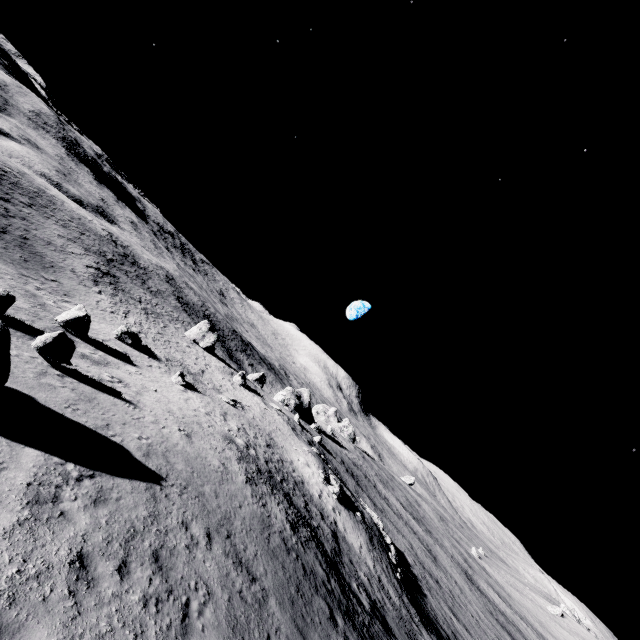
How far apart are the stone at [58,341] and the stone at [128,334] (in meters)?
17.26

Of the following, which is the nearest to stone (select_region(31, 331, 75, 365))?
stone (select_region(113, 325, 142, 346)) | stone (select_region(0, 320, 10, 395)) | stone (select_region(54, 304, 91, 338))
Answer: stone (select_region(0, 320, 10, 395))

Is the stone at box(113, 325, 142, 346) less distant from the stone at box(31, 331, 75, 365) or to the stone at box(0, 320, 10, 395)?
the stone at box(31, 331, 75, 365)

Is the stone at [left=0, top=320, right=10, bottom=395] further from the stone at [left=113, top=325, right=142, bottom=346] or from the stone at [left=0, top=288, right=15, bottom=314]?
the stone at [left=113, top=325, right=142, bottom=346]

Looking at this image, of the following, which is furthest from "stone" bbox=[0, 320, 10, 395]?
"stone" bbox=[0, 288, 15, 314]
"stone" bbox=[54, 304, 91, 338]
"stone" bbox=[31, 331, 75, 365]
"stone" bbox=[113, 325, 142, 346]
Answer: "stone" bbox=[113, 325, 142, 346]

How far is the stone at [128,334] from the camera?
32.5 meters

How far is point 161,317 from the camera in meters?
59.0

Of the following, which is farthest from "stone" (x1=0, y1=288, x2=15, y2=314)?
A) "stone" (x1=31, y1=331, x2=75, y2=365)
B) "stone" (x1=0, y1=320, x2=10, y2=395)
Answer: "stone" (x1=0, y1=320, x2=10, y2=395)
